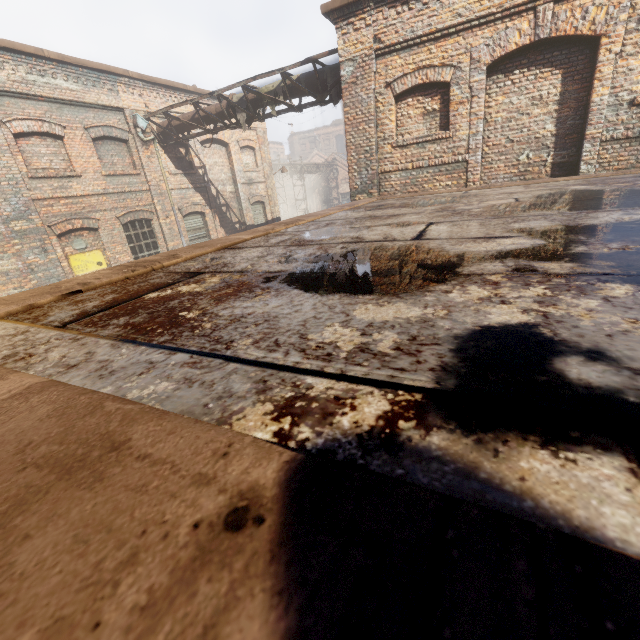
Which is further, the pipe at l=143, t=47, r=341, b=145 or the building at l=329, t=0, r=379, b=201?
the pipe at l=143, t=47, r=341, b=145

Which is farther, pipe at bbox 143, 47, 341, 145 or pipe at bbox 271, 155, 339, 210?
pipe at bbox 271, 155, 339, 210

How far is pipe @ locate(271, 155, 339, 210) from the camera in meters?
28.5 m

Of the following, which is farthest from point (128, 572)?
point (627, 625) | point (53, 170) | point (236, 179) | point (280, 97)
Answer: point (236, 179)

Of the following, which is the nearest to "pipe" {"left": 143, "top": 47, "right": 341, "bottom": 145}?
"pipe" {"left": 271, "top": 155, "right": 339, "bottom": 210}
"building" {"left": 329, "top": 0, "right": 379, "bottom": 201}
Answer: "building" {"left": 329, "top": 0, "right": 379, "bottom": 201}

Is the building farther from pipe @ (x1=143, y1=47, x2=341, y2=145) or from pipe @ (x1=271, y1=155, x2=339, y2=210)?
pipe @ (x1=271, y1=155, x2=339, y2=210)

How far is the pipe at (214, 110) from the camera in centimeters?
872cm

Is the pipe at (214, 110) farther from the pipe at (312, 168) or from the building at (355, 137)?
the pipe at (312, 168)
